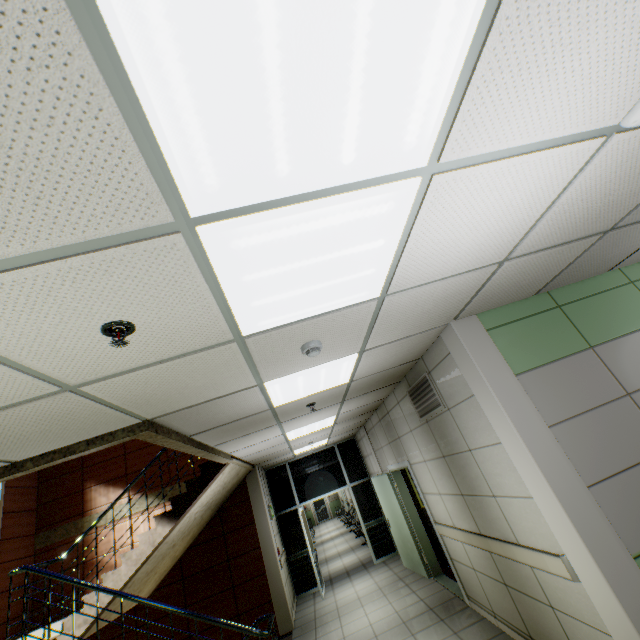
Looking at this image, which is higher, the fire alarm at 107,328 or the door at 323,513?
the fire alarm at 107,328

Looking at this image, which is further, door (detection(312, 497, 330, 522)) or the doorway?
door (detection(312, 497, 330, 522))

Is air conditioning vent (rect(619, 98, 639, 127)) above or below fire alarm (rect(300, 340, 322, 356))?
above

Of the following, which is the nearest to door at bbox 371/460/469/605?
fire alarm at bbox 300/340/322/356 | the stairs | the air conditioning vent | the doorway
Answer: the doorway

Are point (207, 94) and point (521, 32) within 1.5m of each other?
yes

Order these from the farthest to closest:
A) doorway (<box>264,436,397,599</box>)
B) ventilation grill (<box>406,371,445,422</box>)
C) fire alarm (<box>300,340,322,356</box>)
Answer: doorway (<box>264,436,397,599</box>) → ventilation grill (<box>406,371,445,422</box>) → fire alarm (<box>300,340,322,356</box>)

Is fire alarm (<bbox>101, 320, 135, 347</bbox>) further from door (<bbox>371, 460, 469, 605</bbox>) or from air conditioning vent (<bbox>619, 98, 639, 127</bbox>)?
door (<bbox>371, 460, 469, 605</bbox>)

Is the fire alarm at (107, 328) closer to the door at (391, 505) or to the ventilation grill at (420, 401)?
the ventilation grill at (420, 401)
